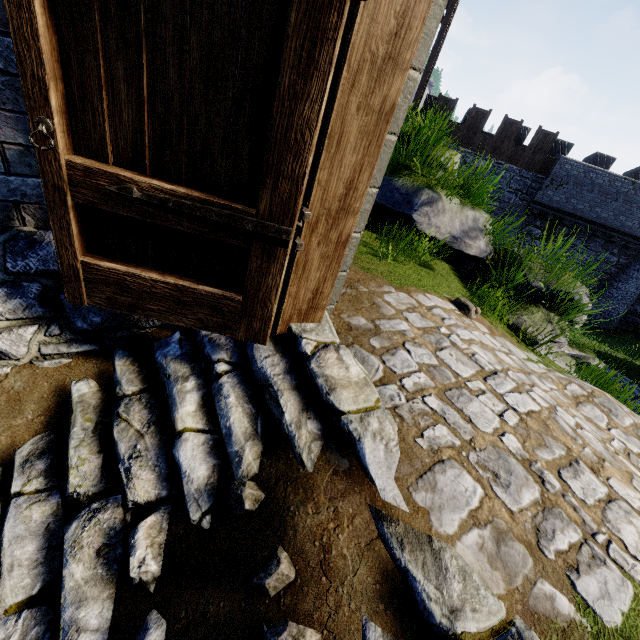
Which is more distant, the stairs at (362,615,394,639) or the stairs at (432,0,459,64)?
the stairs at (432,0,459,64)

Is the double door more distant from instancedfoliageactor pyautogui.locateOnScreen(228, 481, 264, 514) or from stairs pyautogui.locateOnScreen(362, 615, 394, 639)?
instancedfoliageactor pyautogui.locateOnScreen(228, 481, 264, 514)

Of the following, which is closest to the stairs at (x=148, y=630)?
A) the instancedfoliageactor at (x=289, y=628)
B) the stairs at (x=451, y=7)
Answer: the instancedfoliageactor at (x=289, y=628)

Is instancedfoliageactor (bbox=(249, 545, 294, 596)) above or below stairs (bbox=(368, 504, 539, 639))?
below

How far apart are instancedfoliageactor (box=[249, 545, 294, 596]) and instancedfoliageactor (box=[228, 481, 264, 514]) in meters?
0.3 m

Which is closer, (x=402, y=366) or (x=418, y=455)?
(x=418, y=455)

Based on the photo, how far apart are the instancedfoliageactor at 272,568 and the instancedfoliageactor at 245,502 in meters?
0.3 m

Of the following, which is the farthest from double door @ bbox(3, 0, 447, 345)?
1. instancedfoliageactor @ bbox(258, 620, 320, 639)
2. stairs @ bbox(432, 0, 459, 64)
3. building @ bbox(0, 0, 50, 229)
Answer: stairs @ bbox(432, 0, 459, 64)
